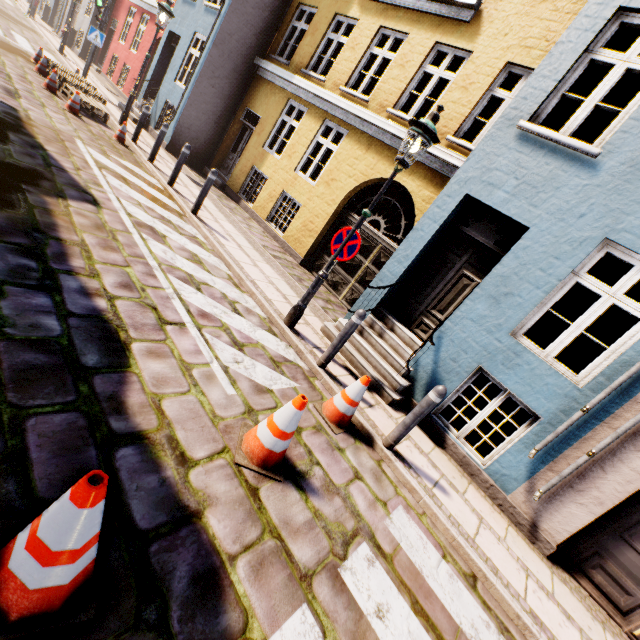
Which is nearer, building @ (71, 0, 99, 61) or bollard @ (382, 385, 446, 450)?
bollard @ (382, 385, 446, 450)

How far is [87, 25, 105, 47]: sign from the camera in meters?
12.1 m

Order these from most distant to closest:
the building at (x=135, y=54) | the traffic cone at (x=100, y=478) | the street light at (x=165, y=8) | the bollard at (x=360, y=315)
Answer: the building at (x=135, y=54)
the street light at (x=165, y=8)
the bollard at (x=360, y=315)
the traffic cone at (x=100, y=478)

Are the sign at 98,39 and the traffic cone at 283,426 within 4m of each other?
no

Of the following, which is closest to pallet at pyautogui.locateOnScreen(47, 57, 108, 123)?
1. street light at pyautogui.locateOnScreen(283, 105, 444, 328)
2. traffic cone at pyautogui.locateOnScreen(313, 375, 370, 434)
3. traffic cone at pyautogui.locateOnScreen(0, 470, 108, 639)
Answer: street light at pyautogui.locateOnScreen(283, 105, 444, 328)

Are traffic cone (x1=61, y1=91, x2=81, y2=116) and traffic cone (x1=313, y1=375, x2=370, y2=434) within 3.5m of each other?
no

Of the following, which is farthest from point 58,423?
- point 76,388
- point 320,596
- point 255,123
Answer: point 255,123

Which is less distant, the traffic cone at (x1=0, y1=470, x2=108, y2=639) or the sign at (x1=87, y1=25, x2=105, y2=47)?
the traffic cone at (x1=0, y1=470, x2=108, y2=639)
